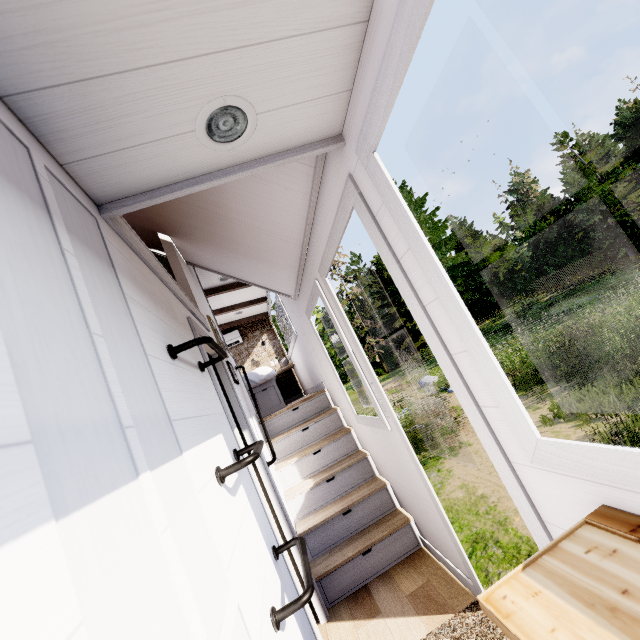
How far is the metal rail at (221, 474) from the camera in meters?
1.2

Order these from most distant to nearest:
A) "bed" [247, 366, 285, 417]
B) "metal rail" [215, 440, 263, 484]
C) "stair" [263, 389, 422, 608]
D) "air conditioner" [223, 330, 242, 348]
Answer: "air conditioner" [223, 330, 242, 348], "bed" [247, 366, 285, 417], "stair" [263, 389, 422, 608], "metal rail" [215, 440, 263, 484]

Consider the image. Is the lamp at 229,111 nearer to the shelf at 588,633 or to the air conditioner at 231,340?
the shelf at 588,633

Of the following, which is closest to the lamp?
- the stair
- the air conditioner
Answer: the stair

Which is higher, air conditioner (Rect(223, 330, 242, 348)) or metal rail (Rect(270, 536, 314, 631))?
air conditioner (Rect(223, 330, 242, 348))

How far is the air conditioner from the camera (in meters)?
7.57

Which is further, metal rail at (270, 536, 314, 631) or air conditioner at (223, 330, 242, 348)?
air conditioner at (223, 330, 242, 348)

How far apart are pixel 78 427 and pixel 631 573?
1.1 meters
